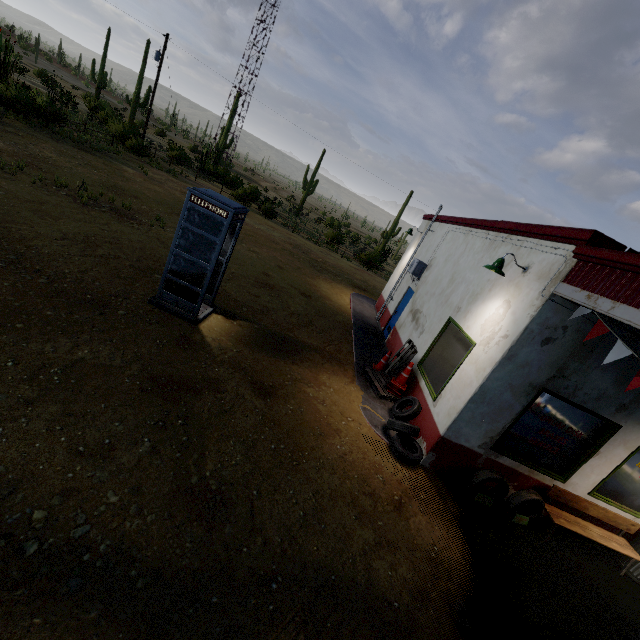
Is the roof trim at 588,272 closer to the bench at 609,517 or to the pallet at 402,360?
the bench at 609,517

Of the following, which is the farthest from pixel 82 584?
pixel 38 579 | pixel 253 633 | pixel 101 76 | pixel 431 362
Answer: pixel 101 76

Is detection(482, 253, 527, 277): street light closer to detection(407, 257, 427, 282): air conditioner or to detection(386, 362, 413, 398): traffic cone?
detection(386, 362, 413, 398): traffic cone

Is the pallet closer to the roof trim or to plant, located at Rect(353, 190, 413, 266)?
the roof trim

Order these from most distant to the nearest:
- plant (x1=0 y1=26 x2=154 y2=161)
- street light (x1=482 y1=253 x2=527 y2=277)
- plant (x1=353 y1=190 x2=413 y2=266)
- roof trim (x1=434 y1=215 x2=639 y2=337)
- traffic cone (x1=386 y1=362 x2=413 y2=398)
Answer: plant (x1=353 y1=190 x2=413 y2=266) < plant (x1=0 y1=26 x2=154 y2=161) < traffic cone (x1=386 y1=362 x2=413 y2=398) < street light (x1=482 y1=253 x2=527 y2=277) < roof trim (x1=434 y1=215 x2=639 y2=337)

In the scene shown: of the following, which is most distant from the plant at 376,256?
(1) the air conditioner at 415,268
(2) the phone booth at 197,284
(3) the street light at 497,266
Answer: (2) the phone booth at 197,284

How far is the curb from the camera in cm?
715

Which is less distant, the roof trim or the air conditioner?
the roof trim
